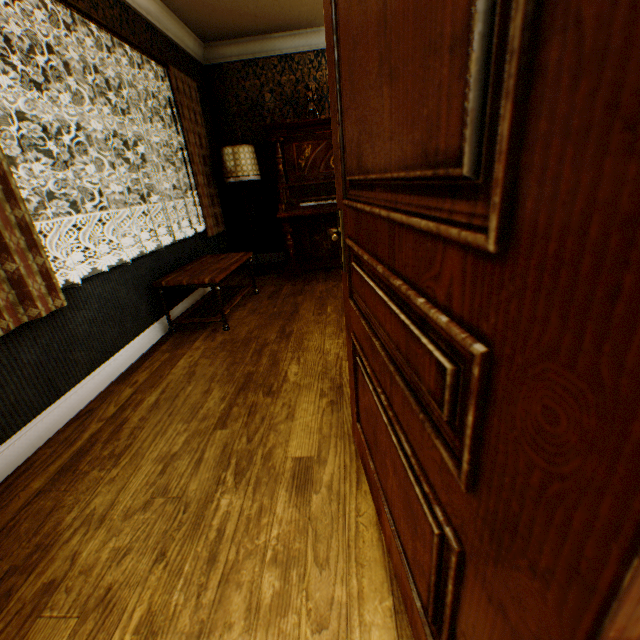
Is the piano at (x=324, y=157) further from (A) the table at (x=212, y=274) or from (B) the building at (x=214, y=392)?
(A) the table at (x=212, y=274)

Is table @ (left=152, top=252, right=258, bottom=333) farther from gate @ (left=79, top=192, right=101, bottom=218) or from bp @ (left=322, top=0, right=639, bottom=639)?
gate @ (left=79, top=192, right=101, bottom=218)

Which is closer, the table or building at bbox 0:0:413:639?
building at bbox 0:0:413:639

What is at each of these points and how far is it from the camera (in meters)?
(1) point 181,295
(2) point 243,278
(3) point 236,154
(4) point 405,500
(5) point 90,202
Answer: (1) building, 3.71
(2) building, 5.03
(3) lamp, 4.26
(4) bp, 0.83
(5) gate, 20.50

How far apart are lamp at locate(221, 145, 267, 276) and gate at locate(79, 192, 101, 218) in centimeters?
2127cm

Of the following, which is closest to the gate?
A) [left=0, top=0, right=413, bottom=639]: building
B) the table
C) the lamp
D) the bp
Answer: [left=0, top=0, right=413, bottom=639]: building

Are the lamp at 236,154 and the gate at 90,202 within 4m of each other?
no

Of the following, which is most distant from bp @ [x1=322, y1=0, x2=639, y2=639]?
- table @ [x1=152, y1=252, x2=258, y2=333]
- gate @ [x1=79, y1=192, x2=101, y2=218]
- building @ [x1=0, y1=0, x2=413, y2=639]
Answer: gate @ [x1=79, y1=192, x2=101, y2=218]
